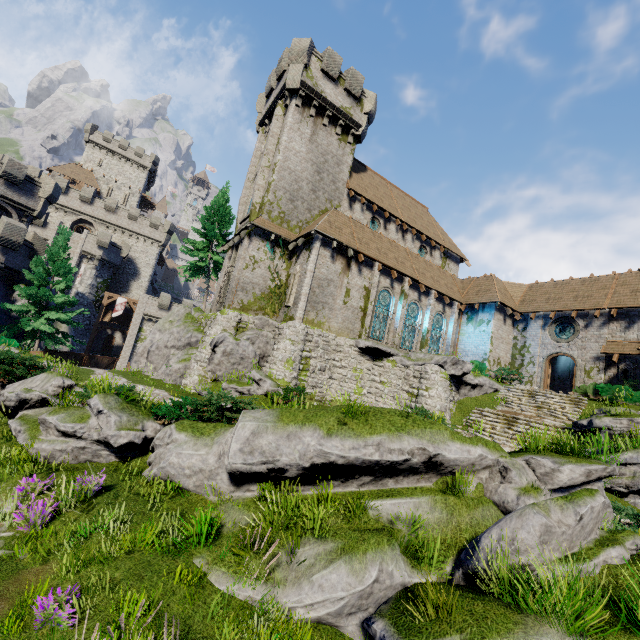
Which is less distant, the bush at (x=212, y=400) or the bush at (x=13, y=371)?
the bush at (x=212, y=400)

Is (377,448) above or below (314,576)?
above

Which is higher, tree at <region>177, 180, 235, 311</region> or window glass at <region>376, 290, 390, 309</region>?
tree at <region>177, 180, 235, 311</region>

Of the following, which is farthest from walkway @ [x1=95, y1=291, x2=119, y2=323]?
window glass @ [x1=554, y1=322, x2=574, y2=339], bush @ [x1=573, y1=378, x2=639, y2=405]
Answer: bush @ [x1=573, y1=378, x2=639, y2=405]

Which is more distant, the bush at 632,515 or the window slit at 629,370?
the window slit at 629,370

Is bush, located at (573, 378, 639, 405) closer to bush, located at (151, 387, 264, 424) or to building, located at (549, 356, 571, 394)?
building, located at (549, 356, 571, 394)

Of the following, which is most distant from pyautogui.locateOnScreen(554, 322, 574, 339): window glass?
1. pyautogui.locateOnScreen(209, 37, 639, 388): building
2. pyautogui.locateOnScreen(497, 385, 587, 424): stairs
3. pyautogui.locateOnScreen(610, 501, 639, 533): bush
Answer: pyautogui.locateOnScreen(610, 501, 639, 533): bush

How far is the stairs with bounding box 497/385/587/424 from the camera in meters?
17.5
